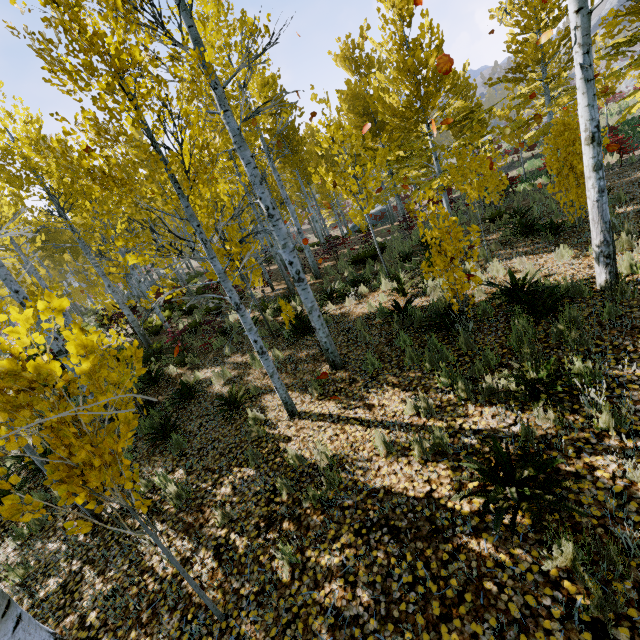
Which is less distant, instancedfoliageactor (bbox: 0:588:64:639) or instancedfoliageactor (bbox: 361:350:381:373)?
instancedfoliageactor (bbox: 0:588:64:639)

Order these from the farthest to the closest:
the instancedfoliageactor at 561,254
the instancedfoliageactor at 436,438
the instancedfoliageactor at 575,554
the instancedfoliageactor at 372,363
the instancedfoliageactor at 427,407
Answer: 1. the instancedfoliageactor at 561,254
2. the instancedfoliageactor at 372,363
3. the instancedfoliageactor at 427,407
4. the instancedfoliageactor at 436,438
5. the instancedfoliageactor at 575,554

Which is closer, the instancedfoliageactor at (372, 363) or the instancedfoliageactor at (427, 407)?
the instancedfoliageactor at (427, 407)

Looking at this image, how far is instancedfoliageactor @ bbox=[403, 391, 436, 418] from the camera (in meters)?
4.23

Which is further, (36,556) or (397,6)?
(397,6)

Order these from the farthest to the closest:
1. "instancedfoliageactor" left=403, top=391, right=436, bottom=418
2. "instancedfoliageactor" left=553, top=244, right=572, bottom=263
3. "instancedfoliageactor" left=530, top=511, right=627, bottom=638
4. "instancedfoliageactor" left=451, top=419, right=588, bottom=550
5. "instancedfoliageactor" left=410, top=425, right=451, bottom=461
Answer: "instancedfoliageactor" left=553, top=244, right=572, bottom=263, "instancedfoliageactor" left=403, top=391, right=436, bottom=418, "instancedfoliageactor" left=410, top=425, right=451, bottom=461, "instancedfoliageactor" left=451, top=419, right=588, bottom=550, "instancedfoliageactor" left=530, top=511, right=627, bottom=638
